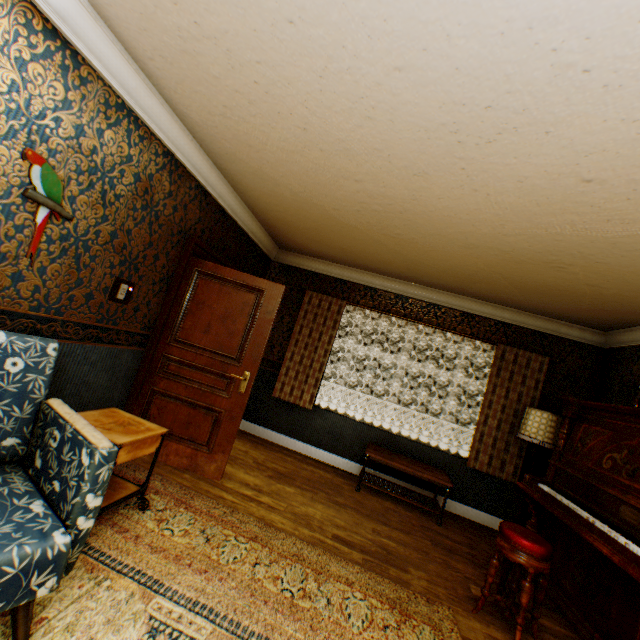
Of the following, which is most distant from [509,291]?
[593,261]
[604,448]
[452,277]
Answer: [604,448]

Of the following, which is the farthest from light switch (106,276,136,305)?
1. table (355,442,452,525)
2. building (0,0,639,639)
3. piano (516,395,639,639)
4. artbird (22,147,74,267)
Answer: piano (516,395,639,639)

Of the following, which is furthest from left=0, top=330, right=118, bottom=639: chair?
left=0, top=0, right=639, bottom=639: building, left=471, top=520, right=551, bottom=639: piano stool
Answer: → left=471, top=520, right=551, bottom=639: piano stool

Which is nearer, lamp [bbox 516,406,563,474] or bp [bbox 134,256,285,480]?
bp [bbox 134,256,285,480]

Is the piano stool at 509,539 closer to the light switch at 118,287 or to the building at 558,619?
the building at 558,619

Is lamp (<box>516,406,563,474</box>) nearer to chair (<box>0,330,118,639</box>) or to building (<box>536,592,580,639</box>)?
building (<box>536,592,580,639</box>)

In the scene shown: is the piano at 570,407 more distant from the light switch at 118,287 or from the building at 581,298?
the light switch at 118,287

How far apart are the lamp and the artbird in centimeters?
533cm
